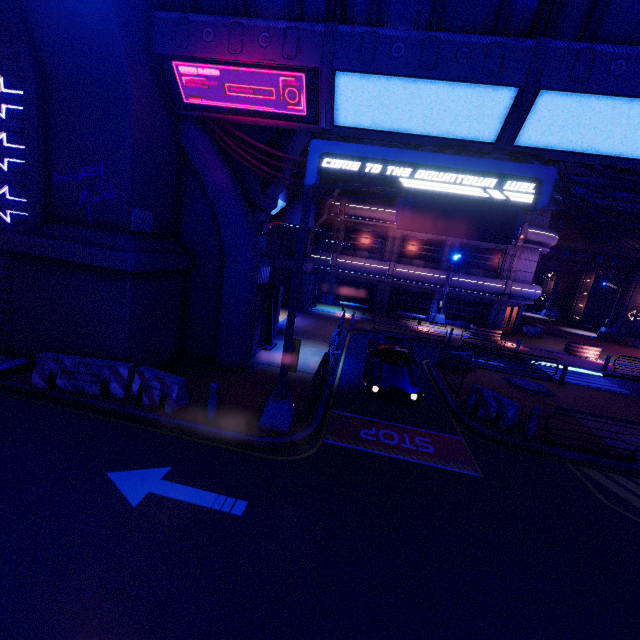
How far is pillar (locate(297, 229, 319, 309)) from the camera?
25.3 meters

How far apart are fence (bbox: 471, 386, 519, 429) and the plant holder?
18.29m

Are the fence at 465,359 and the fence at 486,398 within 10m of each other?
yes

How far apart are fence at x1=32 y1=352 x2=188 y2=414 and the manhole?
15.42m

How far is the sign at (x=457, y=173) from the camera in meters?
6.9

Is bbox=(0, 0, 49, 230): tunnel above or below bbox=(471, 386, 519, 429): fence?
above

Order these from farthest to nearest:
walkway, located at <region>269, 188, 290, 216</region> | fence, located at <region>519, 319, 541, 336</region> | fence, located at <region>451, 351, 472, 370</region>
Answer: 1. fence, located at <region>519, 319, 541, 336</region>
2. walkway, located at <region>269, 188, 290, 216</region>
3. fence, located at <region>451, 351, 472, 370</region>

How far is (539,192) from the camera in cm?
682
